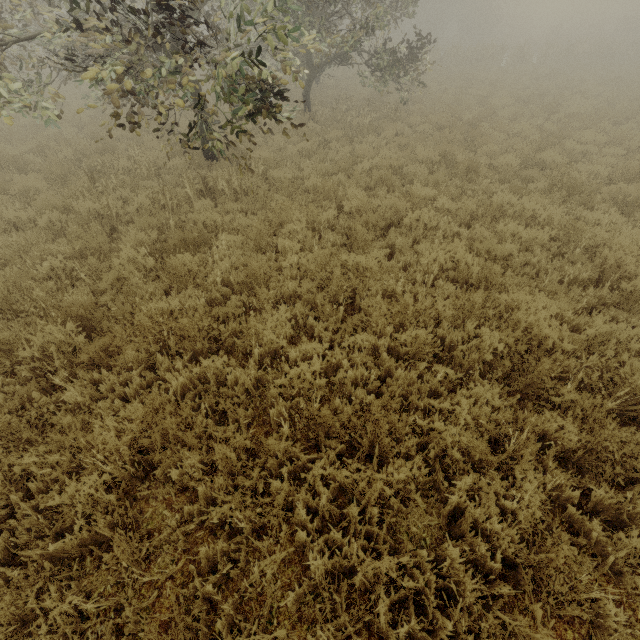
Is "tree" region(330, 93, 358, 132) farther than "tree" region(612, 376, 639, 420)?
Yes

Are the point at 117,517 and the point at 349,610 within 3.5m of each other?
yes

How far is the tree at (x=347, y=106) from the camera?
12.3 meters

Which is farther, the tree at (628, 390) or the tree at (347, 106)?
the tree at (347, 106)

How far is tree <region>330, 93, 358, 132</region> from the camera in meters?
12.3 m
